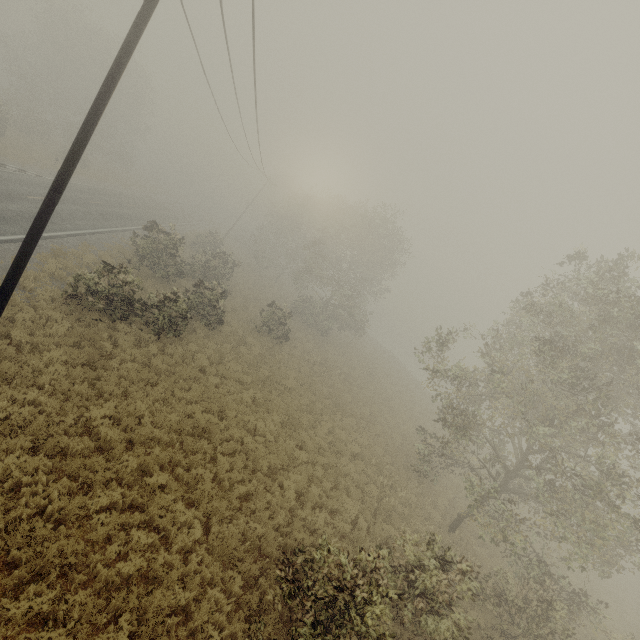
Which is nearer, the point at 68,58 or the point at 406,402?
the point at 406,402
